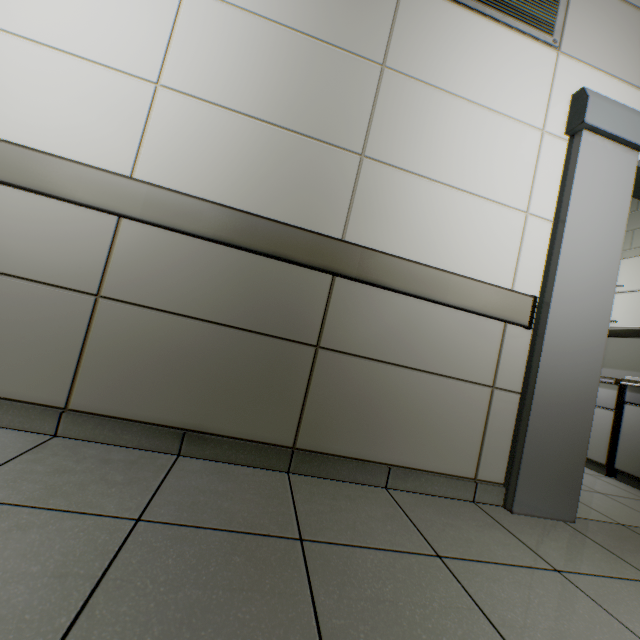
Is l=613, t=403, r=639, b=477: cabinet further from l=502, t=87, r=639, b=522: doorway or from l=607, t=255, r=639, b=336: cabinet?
l=607, t=255, r=639, b=336: cabinet

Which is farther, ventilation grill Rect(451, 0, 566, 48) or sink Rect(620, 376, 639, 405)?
sink Rect(620, 376, 639, 405)

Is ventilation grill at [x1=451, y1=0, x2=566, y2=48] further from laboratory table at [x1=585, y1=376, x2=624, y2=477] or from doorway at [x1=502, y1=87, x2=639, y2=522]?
laboratory table at [x1=585, y1=376, x2=624, y2=477]

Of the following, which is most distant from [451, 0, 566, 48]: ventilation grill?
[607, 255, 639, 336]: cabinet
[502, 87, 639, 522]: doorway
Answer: [607, 255, 639, 336]: cabinet

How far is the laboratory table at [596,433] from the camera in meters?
3.1

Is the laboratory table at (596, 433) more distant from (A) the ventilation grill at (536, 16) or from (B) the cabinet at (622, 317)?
(A) the ventilation grill at (536, 16)

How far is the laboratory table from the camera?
3.1 meters

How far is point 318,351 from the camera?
1.6m
